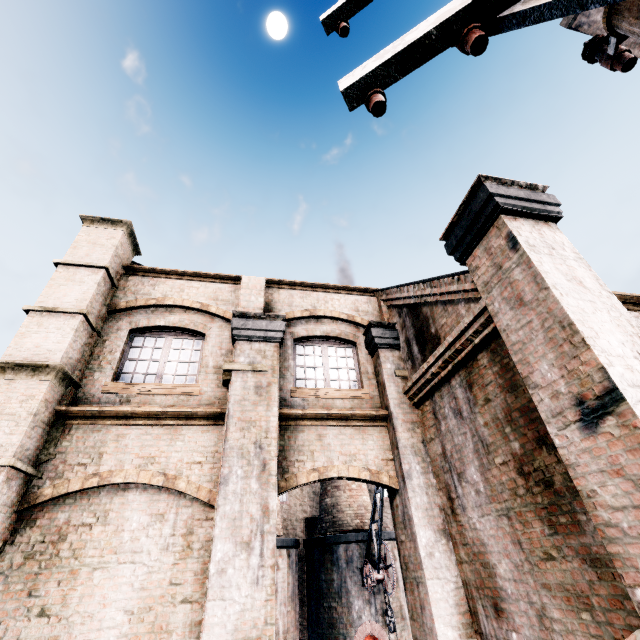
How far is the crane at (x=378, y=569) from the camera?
15.8 meters

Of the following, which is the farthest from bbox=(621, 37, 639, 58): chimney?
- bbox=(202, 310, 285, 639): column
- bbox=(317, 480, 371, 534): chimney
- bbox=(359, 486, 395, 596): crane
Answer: bbox=(317, 480, 371, 534): chimney

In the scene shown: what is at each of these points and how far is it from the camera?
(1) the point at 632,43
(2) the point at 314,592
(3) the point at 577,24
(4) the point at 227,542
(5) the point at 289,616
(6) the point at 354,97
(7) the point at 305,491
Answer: (1) chimney, 21.0 meters
(2) furnace, 18.0 meters
(3) chimney, 24.9 meters
(4) column, 5.9 meters
(5) furnace, 16.7 meters
(6) electric pole, 1.5 meters
(7) building, 24.2 meters

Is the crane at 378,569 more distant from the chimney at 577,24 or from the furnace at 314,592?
the chimney at 577,24

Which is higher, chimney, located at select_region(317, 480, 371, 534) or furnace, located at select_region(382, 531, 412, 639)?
chimney, located at select_region(317, 480, 371, 534)

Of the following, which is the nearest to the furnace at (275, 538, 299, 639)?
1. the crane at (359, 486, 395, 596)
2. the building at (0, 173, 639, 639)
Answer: the crane at (359, 486, 395, 596)

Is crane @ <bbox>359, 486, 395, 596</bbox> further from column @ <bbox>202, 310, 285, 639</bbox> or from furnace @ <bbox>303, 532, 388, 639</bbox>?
column @ <bbox>202, 310, 285, 639</bbox>
